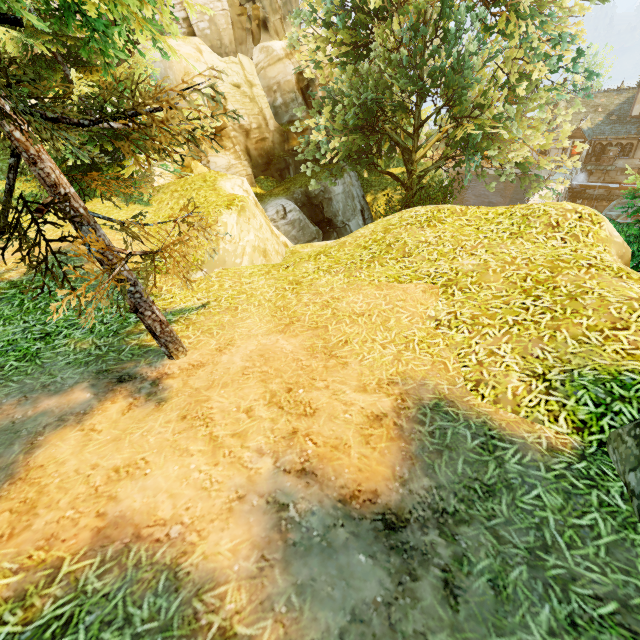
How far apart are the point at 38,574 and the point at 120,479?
0.79m

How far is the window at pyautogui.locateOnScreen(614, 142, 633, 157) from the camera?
33.3m

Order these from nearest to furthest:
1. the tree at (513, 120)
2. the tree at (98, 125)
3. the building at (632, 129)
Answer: the tree at (98, 125) < the tree at (513, 120) < the building at (632, 129)

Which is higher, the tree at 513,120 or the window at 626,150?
the tree at 513,120

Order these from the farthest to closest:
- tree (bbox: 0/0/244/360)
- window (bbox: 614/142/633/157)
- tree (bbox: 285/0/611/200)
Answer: window (bbox: 614/142/633/157)
tree (bbox: 285/0/611/200)
tree (bbox: 0/0/244/360)

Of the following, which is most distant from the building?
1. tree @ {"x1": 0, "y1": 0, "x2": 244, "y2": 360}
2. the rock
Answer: the rock

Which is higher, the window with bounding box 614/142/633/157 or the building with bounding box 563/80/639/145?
the building with bounding box 563/80/639/145
